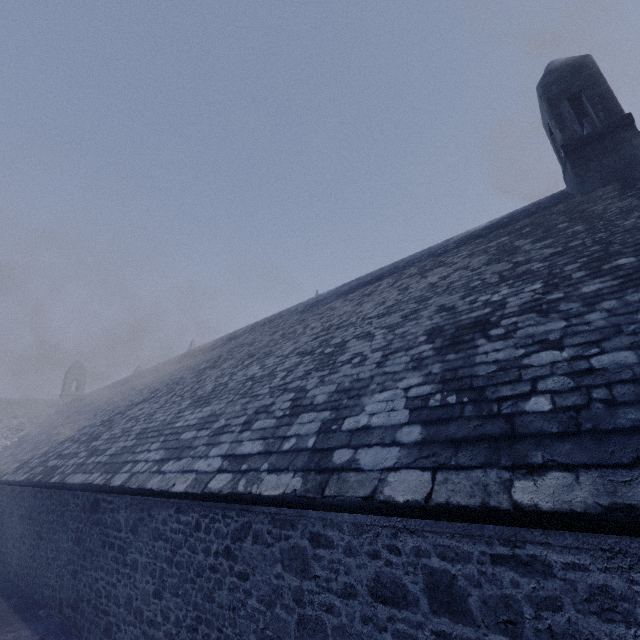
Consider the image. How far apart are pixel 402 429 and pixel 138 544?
5.74m
